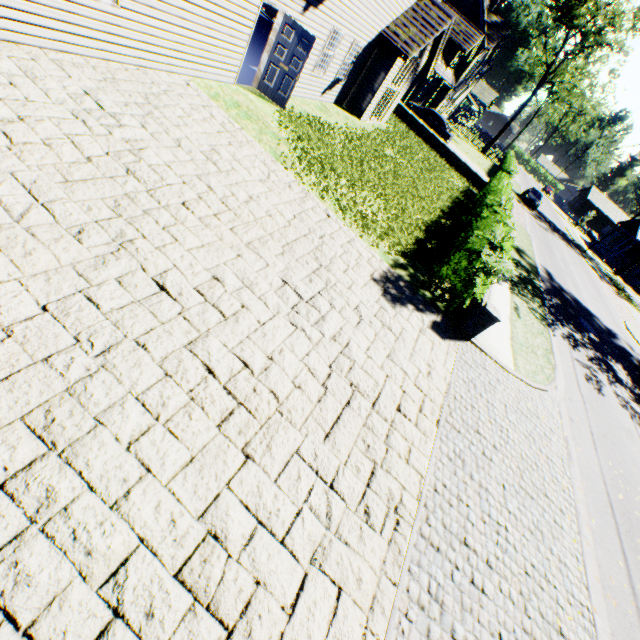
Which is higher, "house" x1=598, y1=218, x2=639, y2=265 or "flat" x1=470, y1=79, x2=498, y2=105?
"flat" x1=470, y1=79, x2=498, y2=105

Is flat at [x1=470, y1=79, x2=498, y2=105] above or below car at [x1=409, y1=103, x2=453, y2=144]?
above

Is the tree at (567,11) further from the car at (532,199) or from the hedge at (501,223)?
the hedge at (501,223)

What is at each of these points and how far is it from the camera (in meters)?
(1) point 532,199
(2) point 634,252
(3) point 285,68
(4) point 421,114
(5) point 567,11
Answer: (1) car, 34.53
(2) house, 53.97
(3) door, 10.31
(4) car, 26.05
(5) tree, 34.28

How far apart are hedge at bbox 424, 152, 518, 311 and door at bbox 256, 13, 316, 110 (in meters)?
7.55

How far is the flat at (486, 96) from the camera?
54.78m

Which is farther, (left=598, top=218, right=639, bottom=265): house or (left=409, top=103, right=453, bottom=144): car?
(left=598, top=218, right=639, bottom=265): house

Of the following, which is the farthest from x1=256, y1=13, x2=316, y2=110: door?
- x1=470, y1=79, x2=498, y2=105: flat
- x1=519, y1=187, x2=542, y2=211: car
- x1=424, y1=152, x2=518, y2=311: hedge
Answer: x1=470, y1=79, x2=498, y2=105: flat
